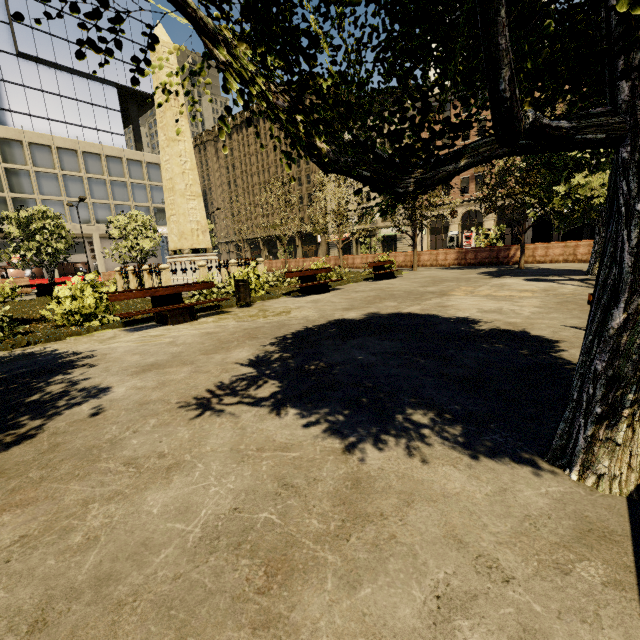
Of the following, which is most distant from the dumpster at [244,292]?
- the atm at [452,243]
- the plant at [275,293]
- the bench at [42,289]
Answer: the atm at [452,243]

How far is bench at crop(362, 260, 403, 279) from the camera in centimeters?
1558cm

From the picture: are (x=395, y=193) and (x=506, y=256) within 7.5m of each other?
no

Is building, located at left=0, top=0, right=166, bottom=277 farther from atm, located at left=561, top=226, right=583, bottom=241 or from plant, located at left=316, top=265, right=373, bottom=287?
plant, located at left=316, top=265, right=373, bottom=287

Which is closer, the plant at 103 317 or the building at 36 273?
the plant at 103 317

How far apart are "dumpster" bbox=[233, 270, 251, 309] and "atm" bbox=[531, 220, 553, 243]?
18.77m

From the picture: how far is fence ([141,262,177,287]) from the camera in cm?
1319

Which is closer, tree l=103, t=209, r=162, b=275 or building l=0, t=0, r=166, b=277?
tree l=103, t=209, r=162, b=275
